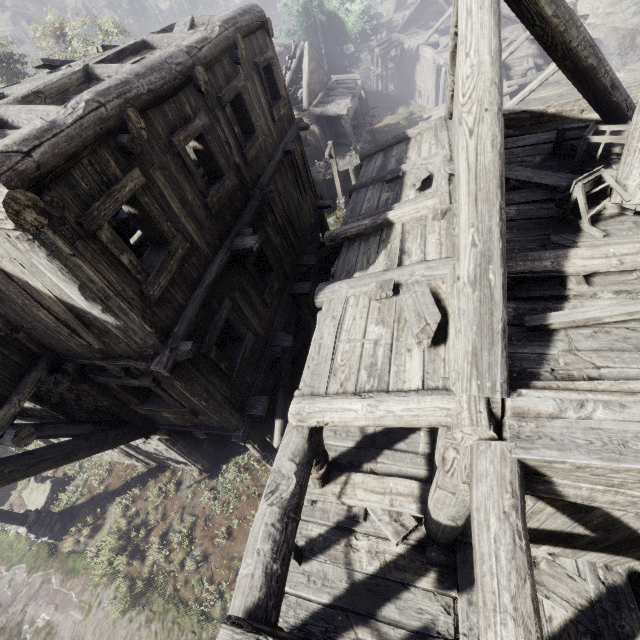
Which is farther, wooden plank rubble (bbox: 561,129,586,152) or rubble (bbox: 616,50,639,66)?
rubble (bbox: 616,50,639,66)

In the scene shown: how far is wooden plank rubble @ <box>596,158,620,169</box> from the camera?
5.2 meters

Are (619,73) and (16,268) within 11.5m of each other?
no

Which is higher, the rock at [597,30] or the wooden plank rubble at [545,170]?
the wooden plank rubble at [545,170]

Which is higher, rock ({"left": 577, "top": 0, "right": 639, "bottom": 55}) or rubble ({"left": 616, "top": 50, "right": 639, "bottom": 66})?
rock ({"left": 577, "top": 0, "right": 639, "bottom": 55})

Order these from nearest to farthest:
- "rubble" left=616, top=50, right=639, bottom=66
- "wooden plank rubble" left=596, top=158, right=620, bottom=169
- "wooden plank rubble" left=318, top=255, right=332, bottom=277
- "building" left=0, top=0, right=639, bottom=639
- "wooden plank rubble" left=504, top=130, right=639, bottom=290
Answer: "building" left=0, top=0, right=639, bottom=639 → "wooden plank rubble" left=504, top=130, right=639, bottom=290 → "wooden plank rubble" left=596, top=158, right=620, bottom=169 → "wooden plank rubble" left=318, top=255, right=332, bottom=277 → "rubble" left=616, top=50, right=639, bottom=66

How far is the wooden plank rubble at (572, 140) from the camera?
5.57m
